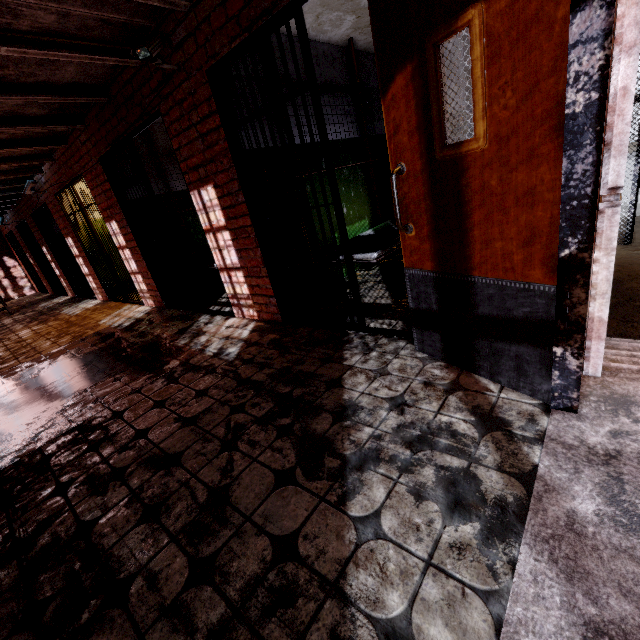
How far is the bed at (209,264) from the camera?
5.2 meters

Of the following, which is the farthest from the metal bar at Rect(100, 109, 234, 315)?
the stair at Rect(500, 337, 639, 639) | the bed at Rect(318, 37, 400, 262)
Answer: the stair at Rect(500, 337, 639, 639)

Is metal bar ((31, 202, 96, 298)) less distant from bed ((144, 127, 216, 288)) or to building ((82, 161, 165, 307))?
building ((82, 161, 165, 307))

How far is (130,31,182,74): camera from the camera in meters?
2.6

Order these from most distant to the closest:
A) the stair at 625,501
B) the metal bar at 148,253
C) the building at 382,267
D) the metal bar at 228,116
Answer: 1. the metal bar at 148,253
2. the building at 382,267
3. the metal bar at 228,116
4. the stair at 625,501

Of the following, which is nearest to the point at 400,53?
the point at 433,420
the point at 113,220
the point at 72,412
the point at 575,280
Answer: the point at 575,280

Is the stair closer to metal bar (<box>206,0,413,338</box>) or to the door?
the door

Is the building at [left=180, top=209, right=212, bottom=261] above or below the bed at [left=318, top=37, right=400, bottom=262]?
above
